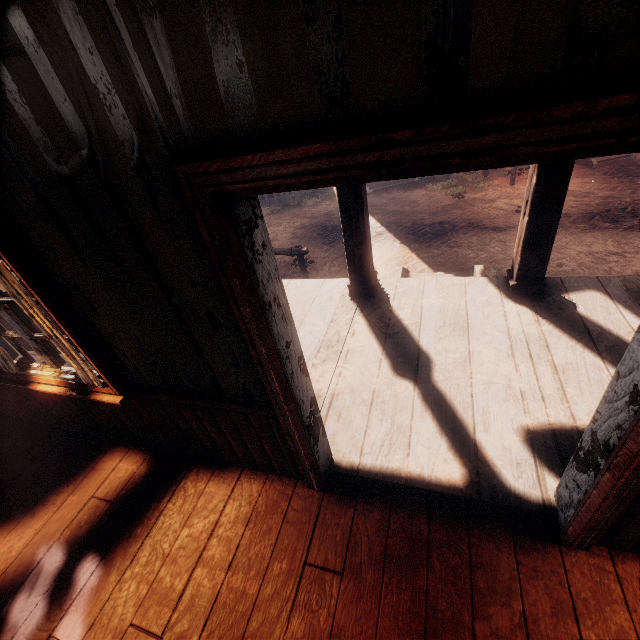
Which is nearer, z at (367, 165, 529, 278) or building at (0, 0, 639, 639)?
building at (0, 0, 639, 639)

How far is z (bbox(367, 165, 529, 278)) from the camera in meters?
6.7

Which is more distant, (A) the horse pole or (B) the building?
(A) the horse pole

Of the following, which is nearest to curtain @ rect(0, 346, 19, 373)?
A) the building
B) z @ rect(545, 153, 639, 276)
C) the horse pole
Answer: the building

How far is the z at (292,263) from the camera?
7.4m

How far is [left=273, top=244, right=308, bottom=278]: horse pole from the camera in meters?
6.4

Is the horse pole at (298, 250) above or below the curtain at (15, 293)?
below

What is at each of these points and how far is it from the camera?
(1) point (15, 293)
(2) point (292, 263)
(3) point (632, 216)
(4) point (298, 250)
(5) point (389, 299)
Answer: (1) curtain, 2.0m
(2) z, 8.0m
(3) z, 6.9m
(4) horse pole, 6.4m
(5) building, 4.3m
